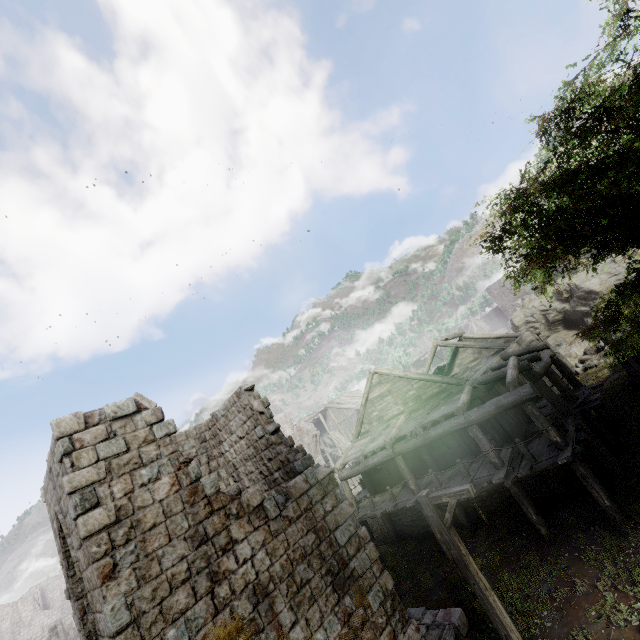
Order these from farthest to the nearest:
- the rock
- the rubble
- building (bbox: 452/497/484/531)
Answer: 1. the rock
2. the rubble
3. building (bbox: 452/497/484/531)

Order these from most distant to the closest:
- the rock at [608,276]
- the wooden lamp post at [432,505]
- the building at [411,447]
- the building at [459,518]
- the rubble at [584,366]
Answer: the rock at [608,276]
the rubble at [584,366]
the building at [459,518]
the wooden lamp post at [432,505]
the building at [411,447]

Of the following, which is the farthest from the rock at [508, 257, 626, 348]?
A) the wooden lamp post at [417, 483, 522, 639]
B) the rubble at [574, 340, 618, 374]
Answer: the wooden lamp post at [417, 483, 522, 639]

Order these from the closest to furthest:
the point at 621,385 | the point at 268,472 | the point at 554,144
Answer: the point at 554,144
the point at 268,472
the point at 621,385

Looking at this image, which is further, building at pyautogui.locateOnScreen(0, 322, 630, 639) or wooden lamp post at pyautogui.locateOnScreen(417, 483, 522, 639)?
wooden lamp post at pyautogui.locateOnScreen(417, 483, 522, 639)

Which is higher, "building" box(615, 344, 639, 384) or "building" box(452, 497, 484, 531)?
"building" box(615, 344, 639, 384)

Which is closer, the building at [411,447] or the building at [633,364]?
the building at [411,447]

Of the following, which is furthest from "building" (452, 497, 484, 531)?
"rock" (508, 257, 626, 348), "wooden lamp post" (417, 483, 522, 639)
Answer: "wooden lamp post" (417, 483, 522, 639)
